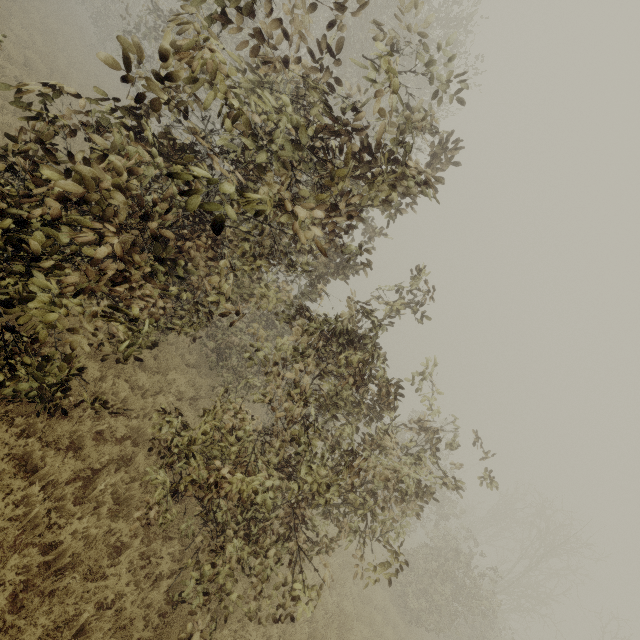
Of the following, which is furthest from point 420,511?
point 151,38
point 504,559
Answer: point 504,559
